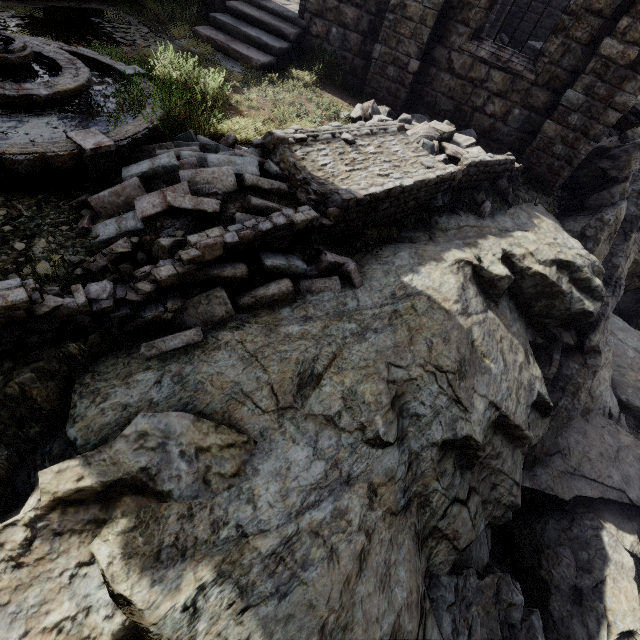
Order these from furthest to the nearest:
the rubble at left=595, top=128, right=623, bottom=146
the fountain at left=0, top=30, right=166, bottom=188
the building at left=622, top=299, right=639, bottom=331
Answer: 1. the building at left=622, top=299, right=639, bottom=331
2. the rubble at left=595, top=128, right=623, bottom=146
3. the fountain at left=0, top=30, right=166, bottom=188

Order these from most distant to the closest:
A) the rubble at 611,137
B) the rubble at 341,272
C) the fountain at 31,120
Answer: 1. the rubble at 611,137
2. the fountain at 31,120
3. the rubble at 341,272

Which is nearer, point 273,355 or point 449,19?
point 273,355

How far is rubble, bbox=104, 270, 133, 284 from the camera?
3.6 meters

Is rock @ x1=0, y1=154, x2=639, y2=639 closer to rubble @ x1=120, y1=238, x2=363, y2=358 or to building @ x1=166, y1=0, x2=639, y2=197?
rubble @ x1=120, y1=238, x2=363, y2=358

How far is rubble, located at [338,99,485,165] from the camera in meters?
7.3 m

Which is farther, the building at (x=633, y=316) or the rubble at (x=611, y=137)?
the building at (x=633, y=316)

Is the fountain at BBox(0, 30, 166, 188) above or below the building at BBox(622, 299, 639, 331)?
above
